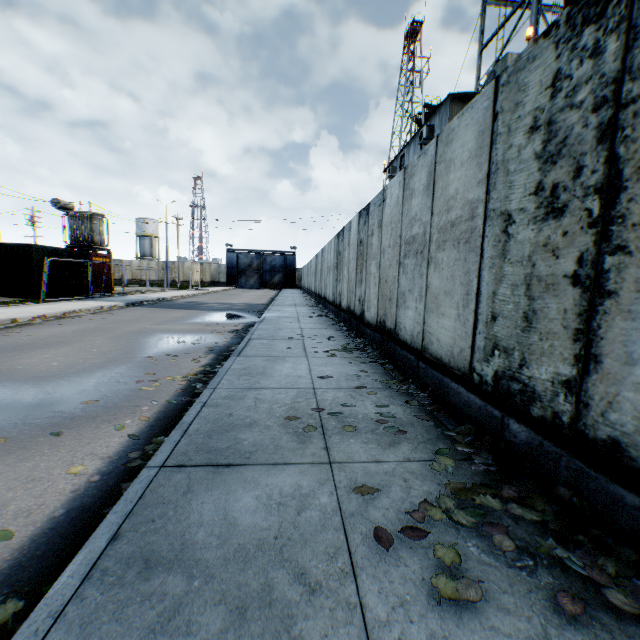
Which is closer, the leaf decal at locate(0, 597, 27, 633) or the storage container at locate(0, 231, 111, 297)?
the leaf decal at locate(0, 597, 27, 633)

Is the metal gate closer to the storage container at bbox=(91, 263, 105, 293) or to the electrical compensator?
the electrical compensator

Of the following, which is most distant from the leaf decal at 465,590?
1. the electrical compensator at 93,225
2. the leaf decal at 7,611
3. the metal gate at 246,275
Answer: the metal gate at 246,275

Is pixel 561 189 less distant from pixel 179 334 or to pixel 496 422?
pixel 496 422

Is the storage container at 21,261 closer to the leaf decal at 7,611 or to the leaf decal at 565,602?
the leaf decal at 7,611

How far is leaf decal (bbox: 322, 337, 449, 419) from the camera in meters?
3.8

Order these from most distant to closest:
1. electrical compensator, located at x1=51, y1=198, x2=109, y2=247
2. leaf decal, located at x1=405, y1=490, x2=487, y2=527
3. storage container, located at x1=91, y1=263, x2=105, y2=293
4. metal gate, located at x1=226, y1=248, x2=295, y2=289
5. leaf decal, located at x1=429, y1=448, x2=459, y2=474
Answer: metal gate, located at x1=226, y1=248, x2=295, y2=289 → electrical compensator, located at x1=51, y1=198, x2=109, y2=247 → storage container, located at x1=91, y1=263, x2=105, y2=293 → leaf decal, located at x1=429, y1=448, x2=459, y2=474 → leaf decal, located at x1=405, y1=490, x2=487, y2=527

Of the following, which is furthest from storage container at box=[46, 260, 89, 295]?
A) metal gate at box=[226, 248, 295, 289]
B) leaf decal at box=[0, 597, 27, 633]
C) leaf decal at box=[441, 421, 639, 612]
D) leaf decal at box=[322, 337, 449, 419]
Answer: metal gate at box=[226, 248, 295, 289]
